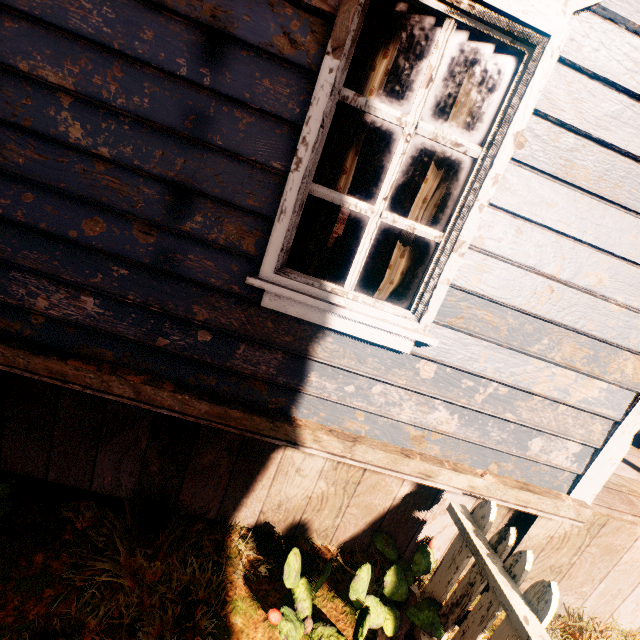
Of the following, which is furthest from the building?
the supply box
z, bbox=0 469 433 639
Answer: the supply box

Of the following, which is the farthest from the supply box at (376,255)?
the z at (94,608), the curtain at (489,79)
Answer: the curtain at (489,79)

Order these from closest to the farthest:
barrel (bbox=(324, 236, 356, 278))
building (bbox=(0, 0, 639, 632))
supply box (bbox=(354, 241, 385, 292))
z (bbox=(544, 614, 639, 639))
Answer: building (bbox=(0, 0, 639, 632)) → z (bbox=(544, 614, 639, 639)) → supply box (bbox=(354, 241, 385, 292)) → barrel (bbox=(324, 236, 356, 278))

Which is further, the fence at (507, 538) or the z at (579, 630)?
the z at (579, 630)

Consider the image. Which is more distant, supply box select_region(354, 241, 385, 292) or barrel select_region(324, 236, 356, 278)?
barrel select_region(324, 236, 356, 278)

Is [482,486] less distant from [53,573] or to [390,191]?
[390,191]

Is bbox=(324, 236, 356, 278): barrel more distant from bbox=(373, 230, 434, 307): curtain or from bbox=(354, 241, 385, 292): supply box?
bbox=(373, 230, 434, 307): curtain

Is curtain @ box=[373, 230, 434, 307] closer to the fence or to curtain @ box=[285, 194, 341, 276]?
curtain @ box=[285, 194, 341, 276]
